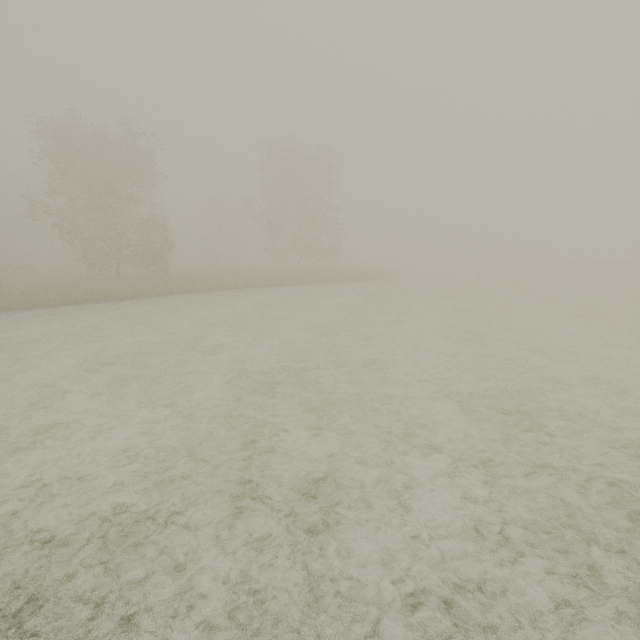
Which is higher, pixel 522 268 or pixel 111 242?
pixel 111 242
